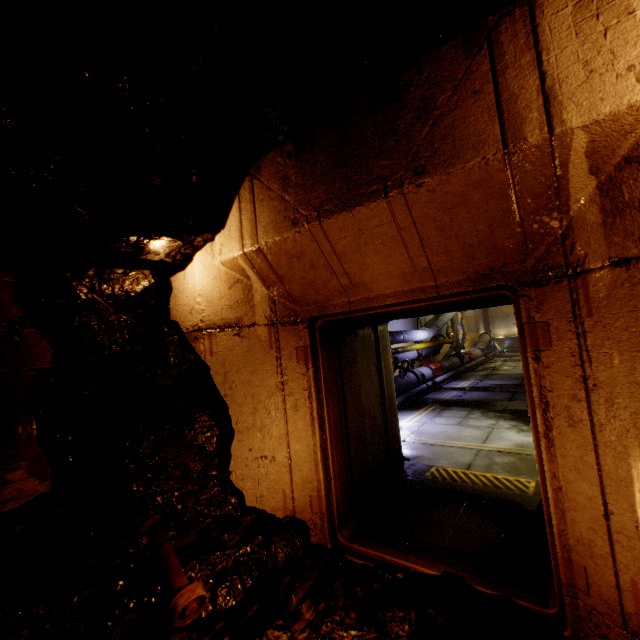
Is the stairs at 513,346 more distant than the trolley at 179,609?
Yes

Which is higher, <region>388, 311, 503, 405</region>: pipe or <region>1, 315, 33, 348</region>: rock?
<region>1, 315, 33, 348</region>: rock

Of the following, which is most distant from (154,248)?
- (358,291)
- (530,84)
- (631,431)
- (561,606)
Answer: (561,606)

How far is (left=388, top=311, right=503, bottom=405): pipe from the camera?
11.4 meters

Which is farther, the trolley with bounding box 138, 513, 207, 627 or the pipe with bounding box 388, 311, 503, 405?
the pipe with bounding box 388, 311, 503, 405

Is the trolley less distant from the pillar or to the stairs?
the pillar

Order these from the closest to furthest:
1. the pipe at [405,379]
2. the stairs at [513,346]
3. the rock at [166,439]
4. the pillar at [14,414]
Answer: the rock at [166,439] → the pillar at [14,414] → the pipe at [405,379] → the stairs at [513,346]

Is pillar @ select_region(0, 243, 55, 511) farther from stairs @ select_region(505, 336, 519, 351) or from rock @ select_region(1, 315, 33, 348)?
stairs @ select_region(505, 336, 519, 351)
